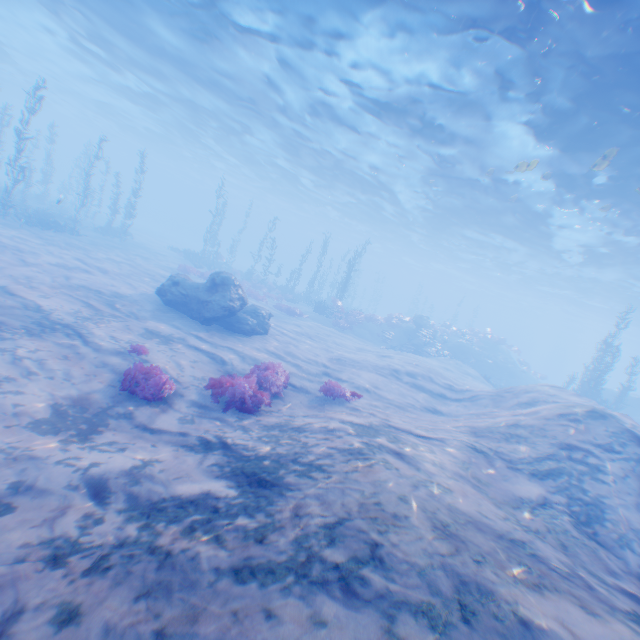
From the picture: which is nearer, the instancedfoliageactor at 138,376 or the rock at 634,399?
the instancedfoliageactor at 138,376

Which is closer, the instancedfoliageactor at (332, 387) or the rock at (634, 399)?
the instancedfoliageactor at (332, 387)

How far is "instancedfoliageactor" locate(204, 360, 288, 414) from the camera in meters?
7.6 m

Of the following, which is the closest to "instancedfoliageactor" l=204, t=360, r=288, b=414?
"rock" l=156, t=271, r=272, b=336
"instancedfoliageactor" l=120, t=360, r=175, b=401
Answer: "instancedfoliageactor" l=120, t=360, r=175, b=401

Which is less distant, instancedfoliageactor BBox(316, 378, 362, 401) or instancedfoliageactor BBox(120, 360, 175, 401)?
instancedfoliageactor BBox(120, 360, 175, 401)

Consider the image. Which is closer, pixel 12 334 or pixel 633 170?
pixel 12 334

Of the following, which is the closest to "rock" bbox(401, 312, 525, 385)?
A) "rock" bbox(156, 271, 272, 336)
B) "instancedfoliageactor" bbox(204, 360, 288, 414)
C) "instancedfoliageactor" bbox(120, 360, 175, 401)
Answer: "rock" bbox(156, 271, 272, 336)

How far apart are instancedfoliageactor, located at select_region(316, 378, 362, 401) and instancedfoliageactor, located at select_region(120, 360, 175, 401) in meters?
4.1 m
